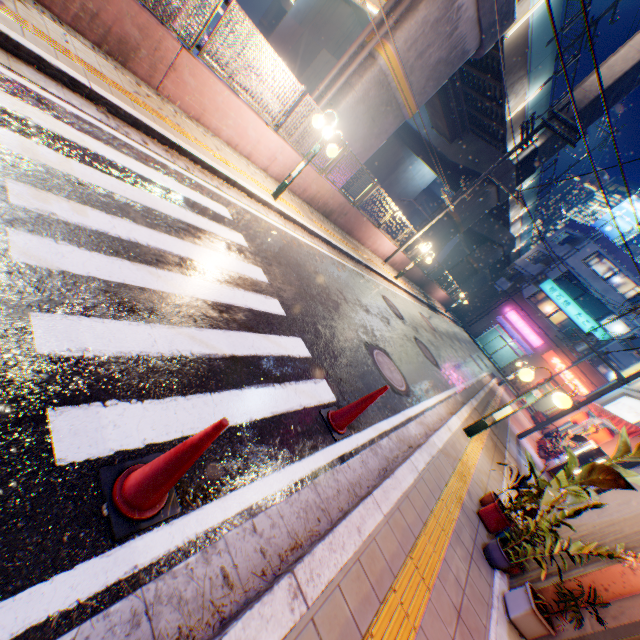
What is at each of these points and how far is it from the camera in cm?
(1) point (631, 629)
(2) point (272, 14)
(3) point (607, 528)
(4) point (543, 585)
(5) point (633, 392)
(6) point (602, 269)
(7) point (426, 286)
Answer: (1) door, 303
(2) overpass support, 3350
(3) building, 406
(4) building, 378
(5) building, 1869
(6) window glass, 3219
(7) concrete block, 2525

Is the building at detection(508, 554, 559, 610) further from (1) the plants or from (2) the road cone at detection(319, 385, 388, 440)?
(2) the road cone at detection(319, 385, 388, 440)

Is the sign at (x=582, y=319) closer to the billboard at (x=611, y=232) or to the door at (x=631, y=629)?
the billboard at (x=611, y=232)

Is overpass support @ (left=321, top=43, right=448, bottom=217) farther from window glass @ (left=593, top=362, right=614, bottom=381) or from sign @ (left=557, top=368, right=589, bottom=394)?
window glass @ (left=593, top=362, right=614, bottom=381)

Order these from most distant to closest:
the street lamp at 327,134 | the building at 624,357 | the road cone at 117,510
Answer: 1. the building at 624,357
2. the street lamp at 327,134
3. the road cone at 117,510

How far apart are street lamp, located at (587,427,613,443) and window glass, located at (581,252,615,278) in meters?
25.3

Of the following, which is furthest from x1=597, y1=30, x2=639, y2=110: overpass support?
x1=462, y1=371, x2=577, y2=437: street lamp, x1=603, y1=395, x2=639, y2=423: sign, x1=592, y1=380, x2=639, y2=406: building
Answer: x1=603, y1=395, x2=639, y2=423: sign

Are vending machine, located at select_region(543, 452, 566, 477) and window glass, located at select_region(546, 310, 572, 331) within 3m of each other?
no
